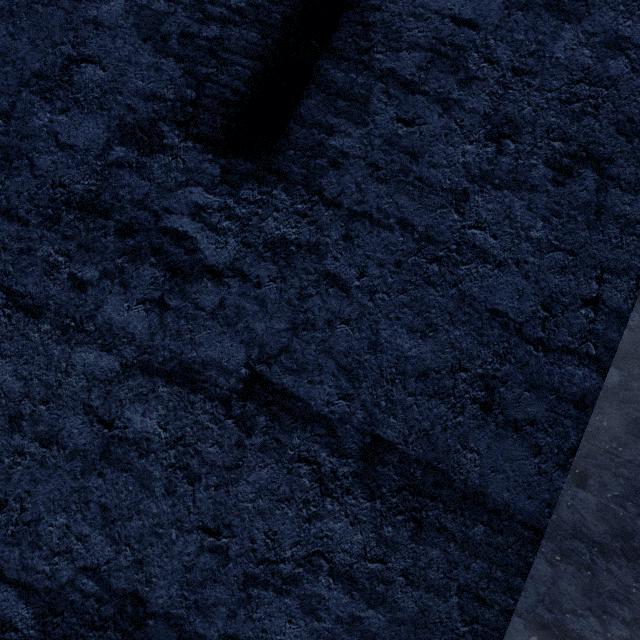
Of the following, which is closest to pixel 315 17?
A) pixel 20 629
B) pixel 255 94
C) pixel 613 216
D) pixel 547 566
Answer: pixel 255 94
